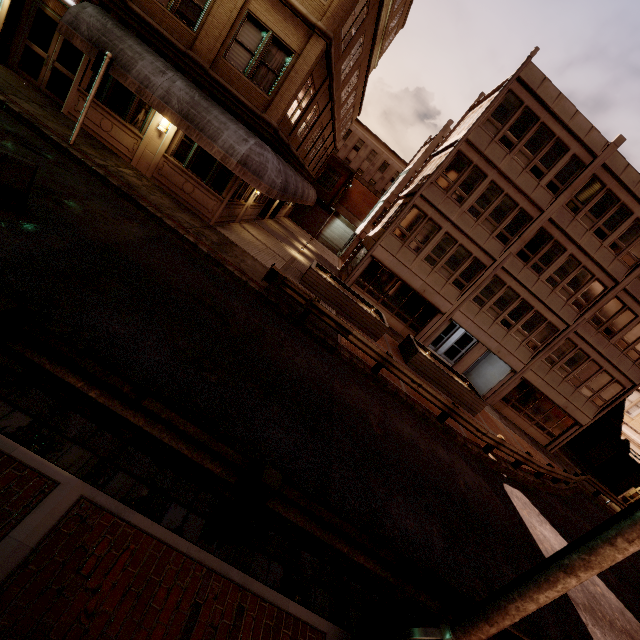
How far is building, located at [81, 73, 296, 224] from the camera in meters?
12.6 m

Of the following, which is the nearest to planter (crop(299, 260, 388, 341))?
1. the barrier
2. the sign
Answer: the sign

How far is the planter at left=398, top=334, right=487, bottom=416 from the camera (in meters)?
16.72

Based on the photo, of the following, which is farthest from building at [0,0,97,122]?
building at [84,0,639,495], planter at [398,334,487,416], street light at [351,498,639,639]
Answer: planter at [398,334,487,416]

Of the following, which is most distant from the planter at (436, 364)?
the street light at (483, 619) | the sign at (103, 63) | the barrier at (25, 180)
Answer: the sign at (103, 63)

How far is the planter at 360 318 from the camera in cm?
1564

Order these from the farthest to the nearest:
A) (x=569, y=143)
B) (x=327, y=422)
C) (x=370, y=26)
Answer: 1. (x=569, y=143)
2. (x=370, y=26)
3. (x=327, y=422)

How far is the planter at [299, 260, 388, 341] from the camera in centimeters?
1564cm
